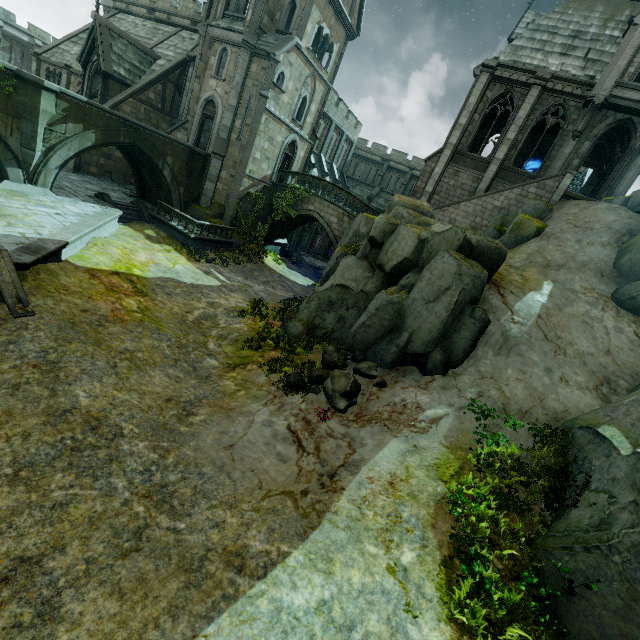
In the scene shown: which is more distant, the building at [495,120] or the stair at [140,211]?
the stair at [140,211]

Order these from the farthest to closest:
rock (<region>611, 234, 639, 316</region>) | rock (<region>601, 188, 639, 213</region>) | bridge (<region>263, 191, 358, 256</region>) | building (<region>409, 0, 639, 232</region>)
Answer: bridge (<region>263, 191, 358, 256</region>) → building (<region>409, 0, 639, 232</region>) → rock (<region>601, 188, 639, 213</region>) → rock (<region>611, 234, 639, 316</region>)

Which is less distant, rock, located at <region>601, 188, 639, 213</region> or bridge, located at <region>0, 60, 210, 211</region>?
bridge, located at <region>0, 60, 210, 211</region>

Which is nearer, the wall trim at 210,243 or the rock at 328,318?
the rock at 328,318

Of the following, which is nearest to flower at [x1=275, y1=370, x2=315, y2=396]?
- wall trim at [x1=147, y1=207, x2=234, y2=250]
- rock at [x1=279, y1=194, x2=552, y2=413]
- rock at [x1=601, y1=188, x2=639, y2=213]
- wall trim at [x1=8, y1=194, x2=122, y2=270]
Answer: rock at [x1=279, y1=194, x2=552, y2=413]

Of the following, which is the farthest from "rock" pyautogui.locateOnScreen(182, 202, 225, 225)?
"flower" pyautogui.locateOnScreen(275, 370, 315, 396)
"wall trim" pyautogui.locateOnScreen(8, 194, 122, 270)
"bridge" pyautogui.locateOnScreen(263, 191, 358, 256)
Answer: "flower" pyautogui.locateOnScreen(275, 370, 315, 396)

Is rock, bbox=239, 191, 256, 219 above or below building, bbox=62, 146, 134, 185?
above

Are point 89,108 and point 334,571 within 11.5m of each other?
no
